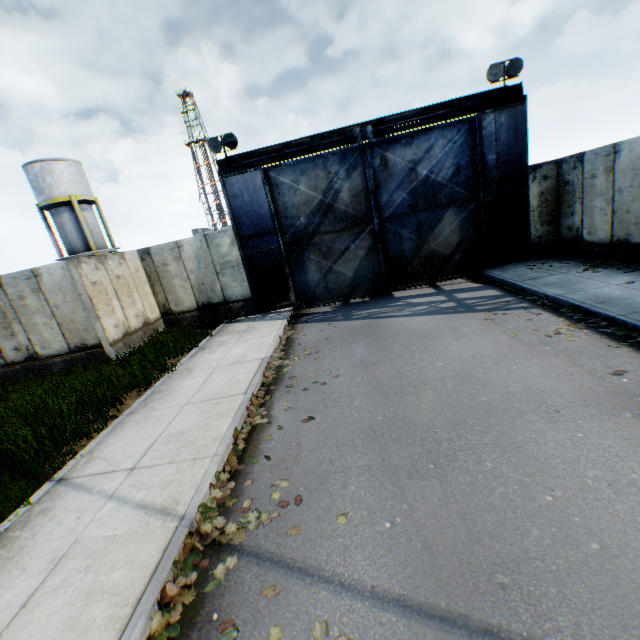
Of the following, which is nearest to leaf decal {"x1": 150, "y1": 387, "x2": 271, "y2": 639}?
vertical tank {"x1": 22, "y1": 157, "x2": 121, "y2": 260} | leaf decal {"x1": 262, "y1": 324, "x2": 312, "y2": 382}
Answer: leaf decal {"x1": 262, "y1": 324, "x2": 312, "y2": 382}

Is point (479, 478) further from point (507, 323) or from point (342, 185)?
point (342, 185)

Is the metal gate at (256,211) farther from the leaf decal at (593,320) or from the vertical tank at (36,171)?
the vertical tank at (36,171)

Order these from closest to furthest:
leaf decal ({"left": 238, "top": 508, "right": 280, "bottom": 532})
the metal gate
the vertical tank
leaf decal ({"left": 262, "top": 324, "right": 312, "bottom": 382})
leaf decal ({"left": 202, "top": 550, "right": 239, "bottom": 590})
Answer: leaf decal ({"left": 202, "top": 550, "right": 239, "bottom": 590})
leaf decal ({"left": 238, "top": 508, "right": 280, "bottom": 532})
leaf decal ({"left": 262, "top": 324, "right": 312, "bottom": 382})
the metal gate
the vertical tank

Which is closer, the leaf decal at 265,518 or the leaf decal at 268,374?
the leaf decal at 265,518

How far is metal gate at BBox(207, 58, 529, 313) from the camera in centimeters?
1141cm

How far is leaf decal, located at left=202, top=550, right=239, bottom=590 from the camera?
3.3 meters

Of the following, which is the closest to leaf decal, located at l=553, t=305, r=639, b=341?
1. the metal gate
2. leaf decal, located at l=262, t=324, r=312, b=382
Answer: the metal gate
